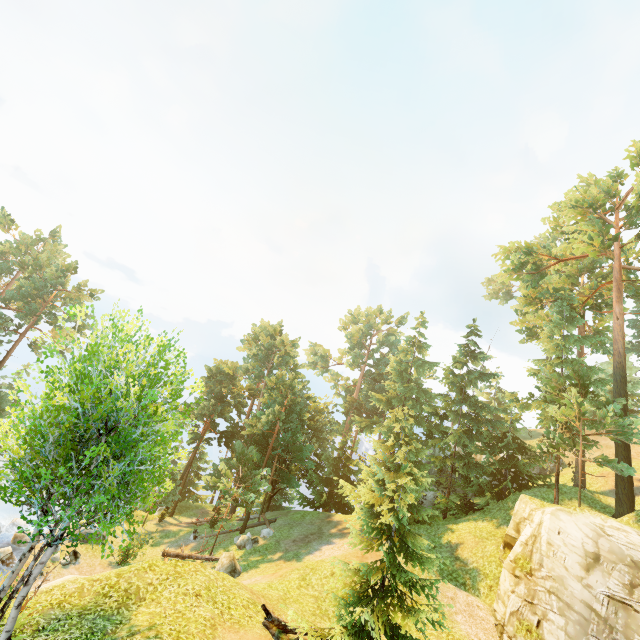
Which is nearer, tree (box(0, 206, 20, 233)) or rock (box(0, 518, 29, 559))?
rock (box(0, 518, 29, 559))

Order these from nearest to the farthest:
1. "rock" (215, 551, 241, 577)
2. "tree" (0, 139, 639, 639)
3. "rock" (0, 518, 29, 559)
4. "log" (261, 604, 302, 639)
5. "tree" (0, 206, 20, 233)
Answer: "tree" (0, 139, 639, 639) → "log" (261, 604, 302, 639) → "rock" (215, 551, 241, 577) → "rock" (0, 518, 29, 559) → "tree" (0, 206, 20, 233)

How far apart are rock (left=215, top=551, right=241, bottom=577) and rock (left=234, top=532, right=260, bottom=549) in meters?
3.3

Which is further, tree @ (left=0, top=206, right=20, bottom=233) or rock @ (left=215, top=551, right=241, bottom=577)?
tree @ (left=0, top=206, right=20, bottom=233)

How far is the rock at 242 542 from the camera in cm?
2444

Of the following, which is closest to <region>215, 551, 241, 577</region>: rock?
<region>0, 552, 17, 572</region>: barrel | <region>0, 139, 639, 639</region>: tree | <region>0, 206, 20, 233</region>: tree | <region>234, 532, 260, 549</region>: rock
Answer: <region>0, 139, 639, 639</region>: tree

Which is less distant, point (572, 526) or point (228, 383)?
point (572, 526)

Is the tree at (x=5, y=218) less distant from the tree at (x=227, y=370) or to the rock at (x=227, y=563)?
the tree at (x=227, y=370)
